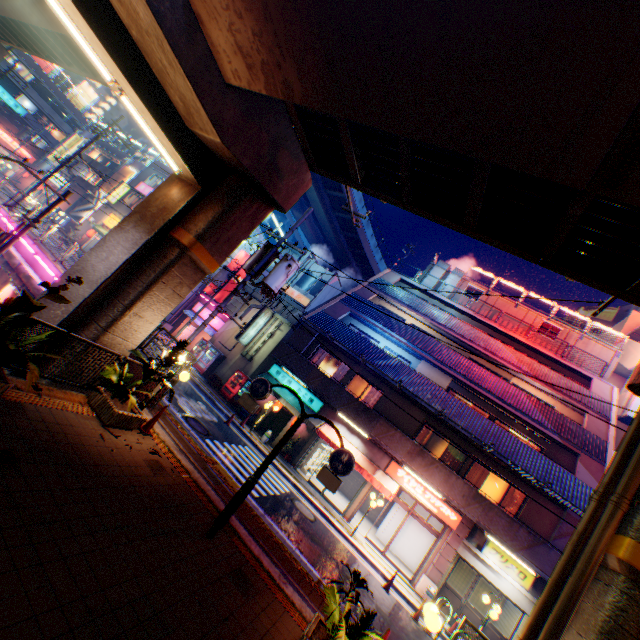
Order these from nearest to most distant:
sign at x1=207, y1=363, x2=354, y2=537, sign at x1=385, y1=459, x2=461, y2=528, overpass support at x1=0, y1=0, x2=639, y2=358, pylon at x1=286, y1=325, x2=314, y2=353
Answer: overpass support at x1=0, y1=0, x2=639, y2=358 → sign at x1=207, y1=363, x2=354, y2=537 → sign at x1=385, y1=459, x2=461, y2=528 → pylon at x1=286, y1=325, x2=314, y2=353

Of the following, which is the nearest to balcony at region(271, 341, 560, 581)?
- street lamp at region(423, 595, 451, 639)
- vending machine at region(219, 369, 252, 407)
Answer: vending machine at region(219, 369, 252, 407)

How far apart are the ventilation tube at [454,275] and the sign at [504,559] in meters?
17.8 m

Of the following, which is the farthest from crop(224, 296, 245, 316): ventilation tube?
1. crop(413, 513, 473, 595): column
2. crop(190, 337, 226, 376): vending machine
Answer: crop(413, 513, 473, 595): column

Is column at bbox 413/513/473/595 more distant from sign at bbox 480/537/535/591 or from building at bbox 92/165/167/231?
building at bbox 92/165/167/231

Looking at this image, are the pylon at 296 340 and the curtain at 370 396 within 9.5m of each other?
yes

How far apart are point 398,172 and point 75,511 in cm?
948

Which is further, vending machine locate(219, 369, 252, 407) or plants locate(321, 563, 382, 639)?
vending machine locate(219, 369, 252, 407)
